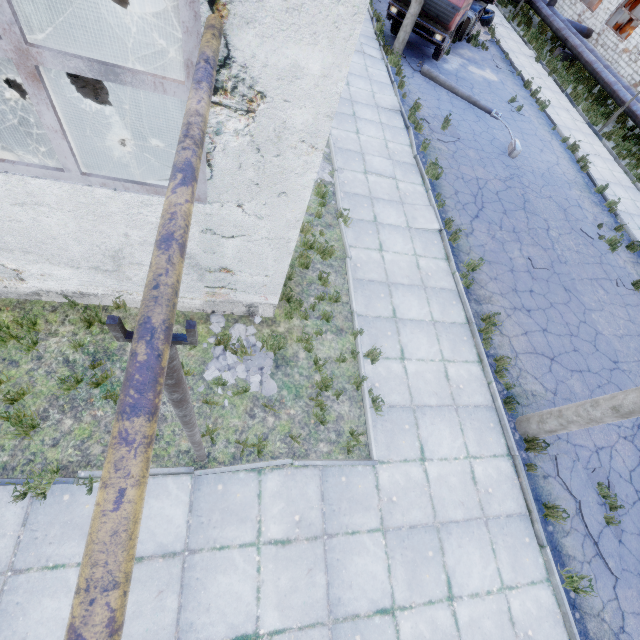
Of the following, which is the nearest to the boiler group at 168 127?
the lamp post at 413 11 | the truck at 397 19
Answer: the lamp post at 413 11

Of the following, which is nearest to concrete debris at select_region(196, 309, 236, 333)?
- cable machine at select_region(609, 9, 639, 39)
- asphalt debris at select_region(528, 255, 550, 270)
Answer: asphalt debris at select_region(528, 255, 550, 270)

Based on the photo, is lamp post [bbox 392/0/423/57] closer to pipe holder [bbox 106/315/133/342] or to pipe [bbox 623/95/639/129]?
pipe [bbox 623/95/639/129]

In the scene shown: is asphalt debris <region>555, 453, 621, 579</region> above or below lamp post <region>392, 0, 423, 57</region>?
below

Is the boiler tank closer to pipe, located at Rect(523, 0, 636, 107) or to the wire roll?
pipe, located at Rect(523, 0, 636, 107)

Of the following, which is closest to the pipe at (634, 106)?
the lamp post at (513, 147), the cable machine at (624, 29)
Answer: the cable machine at (624, 29)

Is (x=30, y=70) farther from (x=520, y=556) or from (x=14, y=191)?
(x=520, y=556)

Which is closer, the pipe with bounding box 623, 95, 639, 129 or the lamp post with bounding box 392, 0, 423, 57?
the lamp post with bounding box 392, 0, 423, 57
